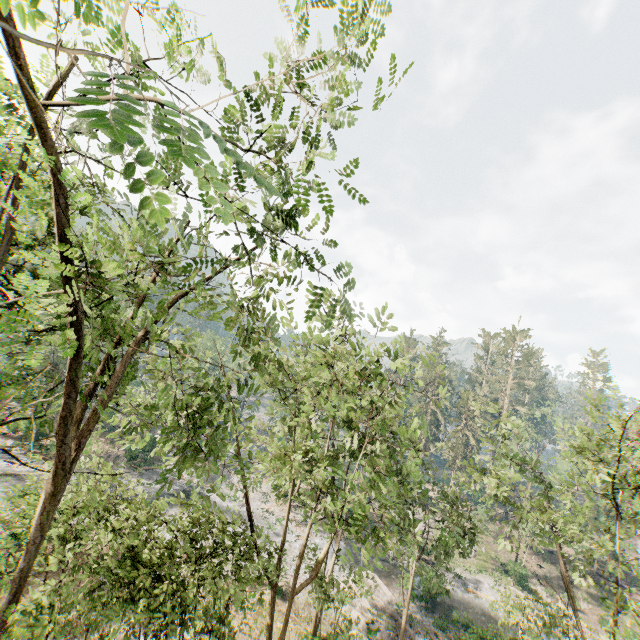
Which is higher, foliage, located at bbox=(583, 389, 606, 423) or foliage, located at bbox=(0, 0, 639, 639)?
foliage, located at bbox=(583, 389, 606, 423)

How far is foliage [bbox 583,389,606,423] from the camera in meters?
14.7 m

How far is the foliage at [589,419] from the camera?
14.7m

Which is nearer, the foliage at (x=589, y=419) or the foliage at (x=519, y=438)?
the foliage at (x=519, y=438)

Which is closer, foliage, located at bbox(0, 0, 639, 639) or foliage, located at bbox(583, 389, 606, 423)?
foliage, located at bbox(0, 0, 639, 639)

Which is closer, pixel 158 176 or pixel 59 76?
pixel 158 176
